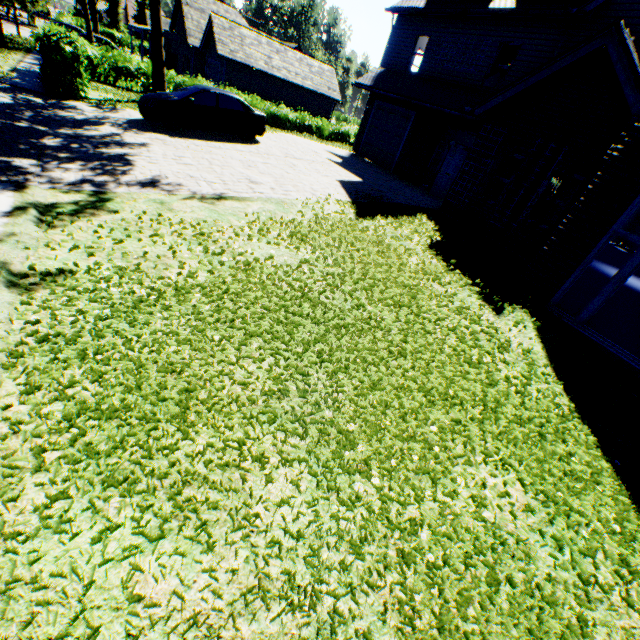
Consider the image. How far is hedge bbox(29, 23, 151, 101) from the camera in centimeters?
1228cm

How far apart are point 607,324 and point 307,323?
7.1 meters

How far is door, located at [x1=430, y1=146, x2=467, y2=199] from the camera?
14.8m

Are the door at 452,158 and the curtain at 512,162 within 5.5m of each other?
yes

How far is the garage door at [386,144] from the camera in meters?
17.3

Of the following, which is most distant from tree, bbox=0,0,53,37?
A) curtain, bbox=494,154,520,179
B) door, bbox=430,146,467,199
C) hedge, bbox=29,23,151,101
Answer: door, bbox=430,146,467,199

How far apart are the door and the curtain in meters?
3.7 m

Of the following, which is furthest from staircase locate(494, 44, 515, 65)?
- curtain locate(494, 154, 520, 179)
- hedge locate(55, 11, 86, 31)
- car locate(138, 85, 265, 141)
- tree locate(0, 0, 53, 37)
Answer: hedge locate(55, 11, 86, 31)
